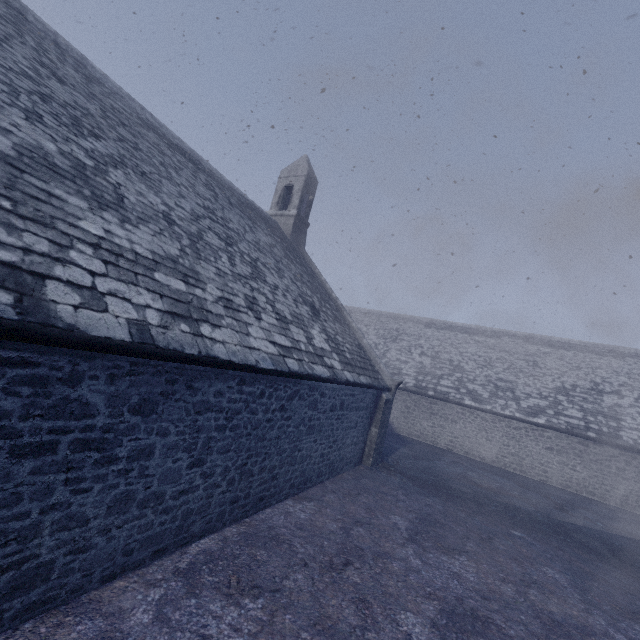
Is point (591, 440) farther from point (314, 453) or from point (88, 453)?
point (88, 453)
